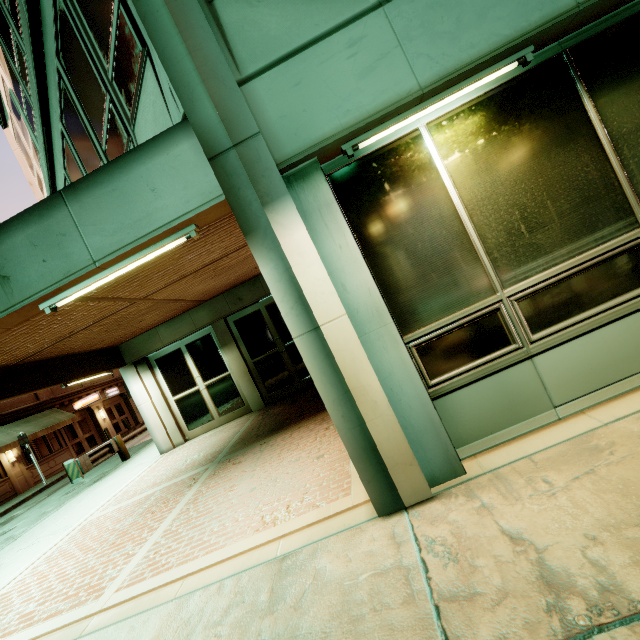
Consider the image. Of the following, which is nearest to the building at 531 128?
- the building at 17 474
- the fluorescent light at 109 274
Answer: the fluorescent light at 109 274

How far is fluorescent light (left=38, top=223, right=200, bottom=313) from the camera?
2.89m

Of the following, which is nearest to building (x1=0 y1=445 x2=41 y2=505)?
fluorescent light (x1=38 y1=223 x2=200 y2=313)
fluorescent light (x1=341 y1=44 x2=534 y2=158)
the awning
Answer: the awning

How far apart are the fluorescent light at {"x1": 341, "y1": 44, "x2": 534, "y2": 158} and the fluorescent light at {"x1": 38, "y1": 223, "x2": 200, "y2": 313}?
1.5 meters

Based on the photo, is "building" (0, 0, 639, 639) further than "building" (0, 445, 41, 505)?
No

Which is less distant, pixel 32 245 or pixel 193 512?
pixel 32 245

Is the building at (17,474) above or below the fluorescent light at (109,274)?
below

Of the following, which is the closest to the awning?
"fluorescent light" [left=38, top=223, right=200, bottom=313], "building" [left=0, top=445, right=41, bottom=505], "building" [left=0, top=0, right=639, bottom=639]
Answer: "building" [left=0, top=445, right=41, bottom=505]
